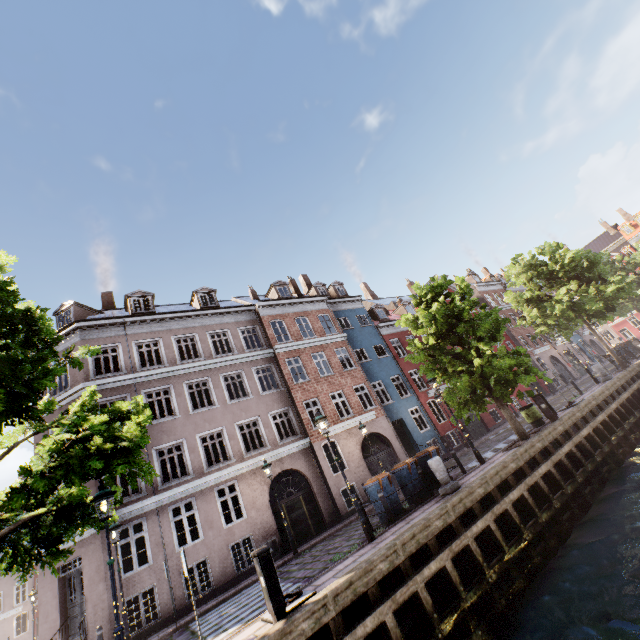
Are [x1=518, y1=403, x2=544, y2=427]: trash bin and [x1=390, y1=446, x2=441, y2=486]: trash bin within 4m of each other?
no

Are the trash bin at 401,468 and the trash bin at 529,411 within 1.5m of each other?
no

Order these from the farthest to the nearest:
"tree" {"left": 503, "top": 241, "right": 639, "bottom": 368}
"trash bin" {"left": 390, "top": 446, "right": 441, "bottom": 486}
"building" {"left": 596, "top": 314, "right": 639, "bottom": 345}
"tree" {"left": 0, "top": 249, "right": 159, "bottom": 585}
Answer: "building" {"left": 596, "top": 314, "right": 639, "bottom": 345} < "tree" {"left": 503, "top": 241, "right": 639, "bottom": 368} < "trash bin" {"left": 390, "top": 446, "right": 441, "bottom": 486} < "tree" {"left": 0, "top": 249, "right": 159, "bottom": 585}

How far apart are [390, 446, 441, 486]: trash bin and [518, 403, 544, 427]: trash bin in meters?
6.7

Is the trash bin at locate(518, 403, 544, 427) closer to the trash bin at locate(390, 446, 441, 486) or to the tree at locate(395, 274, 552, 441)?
the tree at locate(395, 274, 552, 441)

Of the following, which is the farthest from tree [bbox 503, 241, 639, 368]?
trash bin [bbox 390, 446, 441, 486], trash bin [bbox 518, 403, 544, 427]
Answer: trash bin [bbox 390, 446, 441, 486]

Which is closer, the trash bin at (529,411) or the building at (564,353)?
the trash bin at (529,411)

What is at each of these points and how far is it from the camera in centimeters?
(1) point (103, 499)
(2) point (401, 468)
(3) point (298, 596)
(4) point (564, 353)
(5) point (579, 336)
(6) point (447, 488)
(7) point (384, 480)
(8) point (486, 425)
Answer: (1) street light, 707cm
(2) trash bin, 1167cm
(3) boat ring, 691cm
(4) building, 3850cm
(5) building, 4334cm
(6) pillar, 1012cm
(7) trash bin, 1101cm
(8) building, 2558cm
